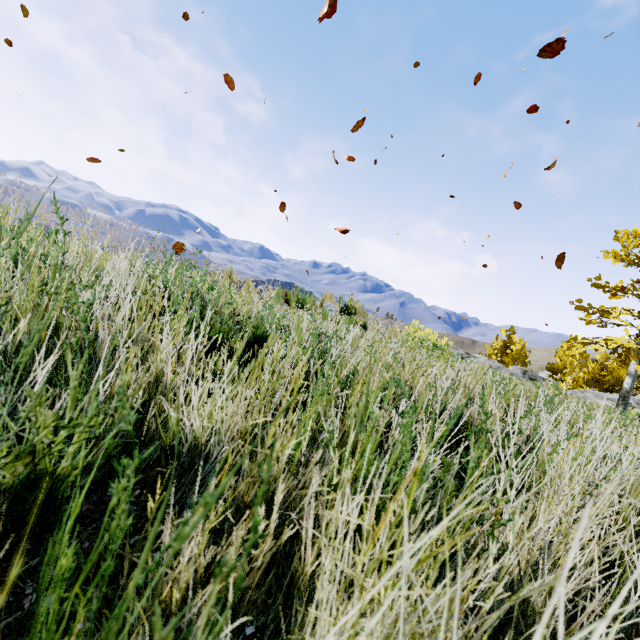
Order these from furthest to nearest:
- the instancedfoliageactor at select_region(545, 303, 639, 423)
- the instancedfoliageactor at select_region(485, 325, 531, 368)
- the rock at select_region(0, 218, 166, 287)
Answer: the instancedfoliageactor at select_region(485, 325, 531, 368), the instancedfoliageactor at select_region(545, 303, 639, 423), the rock at select_region(0, 218, 166, 287)

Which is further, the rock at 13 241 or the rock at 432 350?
the rock at 432 350

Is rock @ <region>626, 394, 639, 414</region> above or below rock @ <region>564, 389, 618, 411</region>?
above

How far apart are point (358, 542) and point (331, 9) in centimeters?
406cm

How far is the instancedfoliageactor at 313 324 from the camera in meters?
1.8 m

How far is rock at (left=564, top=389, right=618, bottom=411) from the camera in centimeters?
456cm

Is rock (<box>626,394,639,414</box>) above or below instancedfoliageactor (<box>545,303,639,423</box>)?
below
